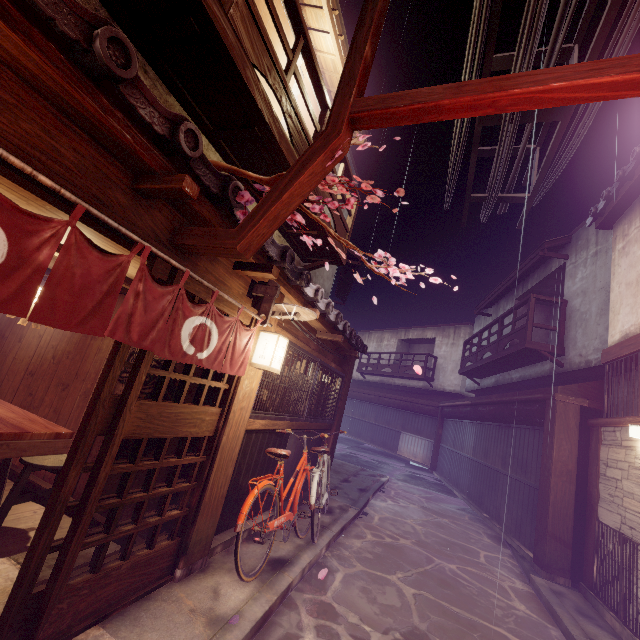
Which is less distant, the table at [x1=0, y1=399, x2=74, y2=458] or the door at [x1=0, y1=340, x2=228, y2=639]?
the door at [x1=0, y1=340, x2=228, y2=639]

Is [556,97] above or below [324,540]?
above

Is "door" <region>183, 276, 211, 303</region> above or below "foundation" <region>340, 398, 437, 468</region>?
above

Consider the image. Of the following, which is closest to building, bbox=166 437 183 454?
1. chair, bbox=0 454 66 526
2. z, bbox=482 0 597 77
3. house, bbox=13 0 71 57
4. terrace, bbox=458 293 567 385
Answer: chair, bbox=0 454 66 526

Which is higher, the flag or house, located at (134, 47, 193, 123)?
house, located at (134, 47, 193, 123)

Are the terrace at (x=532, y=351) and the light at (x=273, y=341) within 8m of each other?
no

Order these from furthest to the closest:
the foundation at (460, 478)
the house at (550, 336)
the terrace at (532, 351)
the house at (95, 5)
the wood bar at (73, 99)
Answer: the house at (550, 336), the terrace at (532, 351), the foundation at (460, 478), the house at (95, 5), the wood bar at (73, 99)

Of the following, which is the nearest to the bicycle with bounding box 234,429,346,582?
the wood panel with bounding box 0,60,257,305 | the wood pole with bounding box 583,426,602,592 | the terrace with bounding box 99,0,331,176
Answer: the wood panel with bounding box 0,60,257,305
